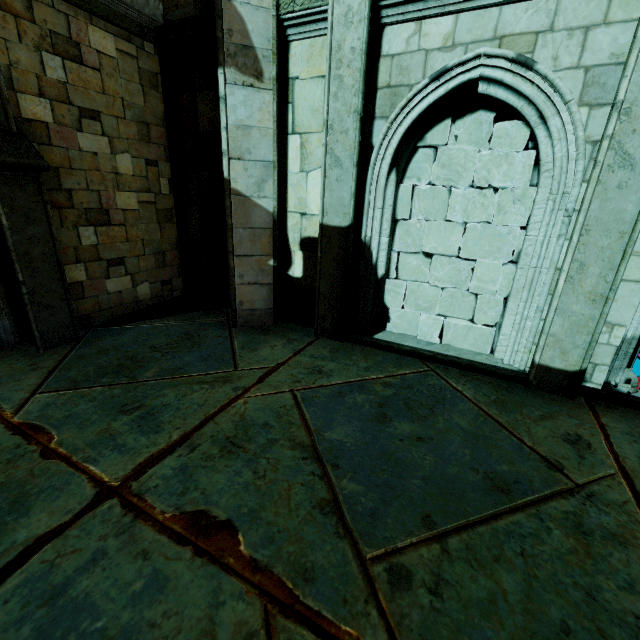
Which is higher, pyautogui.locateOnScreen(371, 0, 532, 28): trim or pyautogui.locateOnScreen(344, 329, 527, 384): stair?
pyautogui.locateOnScreen(371, 0, 532, 28): trim

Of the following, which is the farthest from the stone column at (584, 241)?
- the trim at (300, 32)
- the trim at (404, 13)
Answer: the trim at (300, 32)

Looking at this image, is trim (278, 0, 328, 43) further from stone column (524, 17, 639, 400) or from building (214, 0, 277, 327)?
stone column (524, 17, 639, 400)

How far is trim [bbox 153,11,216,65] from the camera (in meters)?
5.25

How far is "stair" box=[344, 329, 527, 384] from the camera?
4.8 meters

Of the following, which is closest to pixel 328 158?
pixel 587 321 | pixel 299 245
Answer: pixel 299 245

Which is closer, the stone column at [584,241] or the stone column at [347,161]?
the stone column at [584,241]

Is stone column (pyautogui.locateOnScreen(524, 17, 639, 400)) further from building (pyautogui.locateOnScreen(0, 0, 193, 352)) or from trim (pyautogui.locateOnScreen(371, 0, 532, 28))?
building (pyautogui.locateOnScreen(0, 0, 193, 352))
